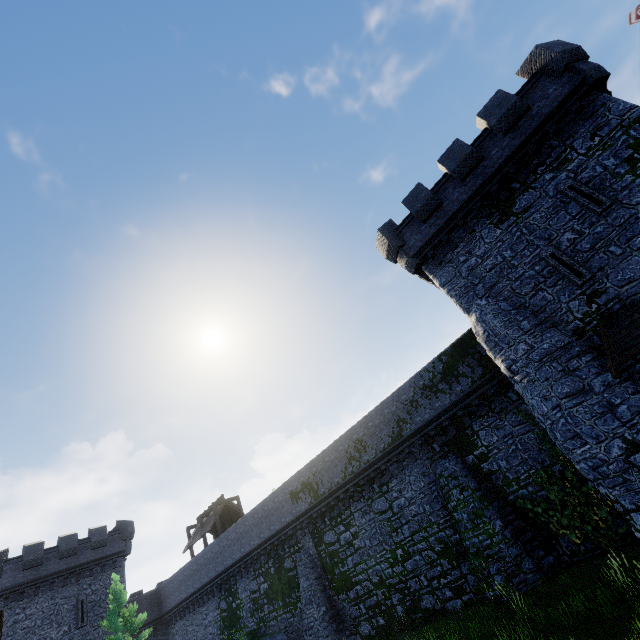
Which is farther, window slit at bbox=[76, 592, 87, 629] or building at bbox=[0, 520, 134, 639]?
window slit at bbox=[76, 592, 87, 629]

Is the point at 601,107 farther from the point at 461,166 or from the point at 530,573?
the point at 530,573

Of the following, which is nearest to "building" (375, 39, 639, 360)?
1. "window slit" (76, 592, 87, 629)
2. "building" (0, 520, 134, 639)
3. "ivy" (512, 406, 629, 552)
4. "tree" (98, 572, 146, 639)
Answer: "ivy" (512, 406, 629, 552)

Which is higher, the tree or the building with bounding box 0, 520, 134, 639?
the building with bounding box 0, 520, 134, 639

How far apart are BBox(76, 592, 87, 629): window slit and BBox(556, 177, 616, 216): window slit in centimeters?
4716cm

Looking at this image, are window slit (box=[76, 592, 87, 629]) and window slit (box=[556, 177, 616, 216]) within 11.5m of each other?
no

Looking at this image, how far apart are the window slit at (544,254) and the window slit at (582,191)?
1.6 meters

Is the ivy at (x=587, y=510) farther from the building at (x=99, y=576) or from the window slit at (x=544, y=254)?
the building at (x=99, y=576)
